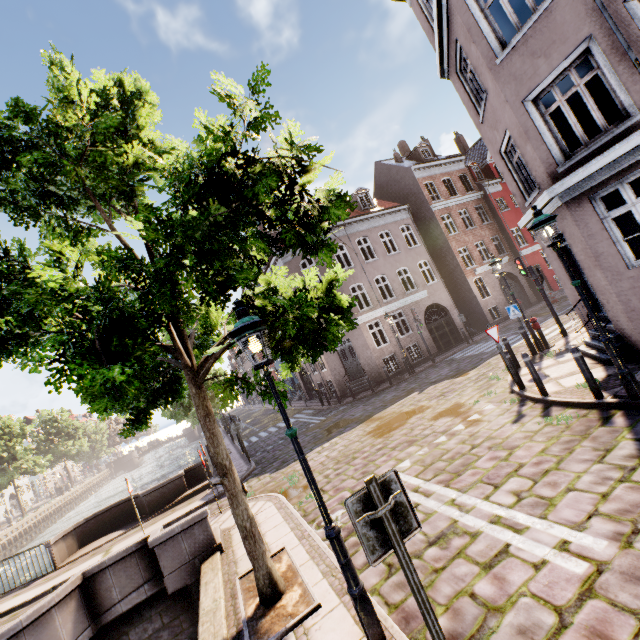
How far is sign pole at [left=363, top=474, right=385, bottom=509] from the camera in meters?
2.4

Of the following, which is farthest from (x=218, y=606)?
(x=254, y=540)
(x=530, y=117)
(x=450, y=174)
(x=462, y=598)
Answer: (x=450, y=174)

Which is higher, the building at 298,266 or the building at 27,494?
the building at 298,266

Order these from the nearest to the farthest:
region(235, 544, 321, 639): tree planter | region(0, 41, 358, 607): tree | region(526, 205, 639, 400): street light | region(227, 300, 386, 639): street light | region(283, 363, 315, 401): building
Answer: region(0, 41, 358, 607): tree → region(227, 300, 386, 639): street light → region(235, 544, 321, 639): tree planter → region(526, 205, 639, 400): street light → region(283, 363, 315, 401): building

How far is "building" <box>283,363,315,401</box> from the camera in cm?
2702

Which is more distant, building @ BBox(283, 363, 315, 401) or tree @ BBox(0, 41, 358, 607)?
building @ BBox(283, 363, 315, 401)

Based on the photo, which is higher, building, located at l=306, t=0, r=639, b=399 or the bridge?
building, located at l=306, t=0, r=639, b=399

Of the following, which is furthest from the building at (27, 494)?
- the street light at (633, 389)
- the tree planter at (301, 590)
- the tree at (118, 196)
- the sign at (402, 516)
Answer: the tree planter at (301, 590)
